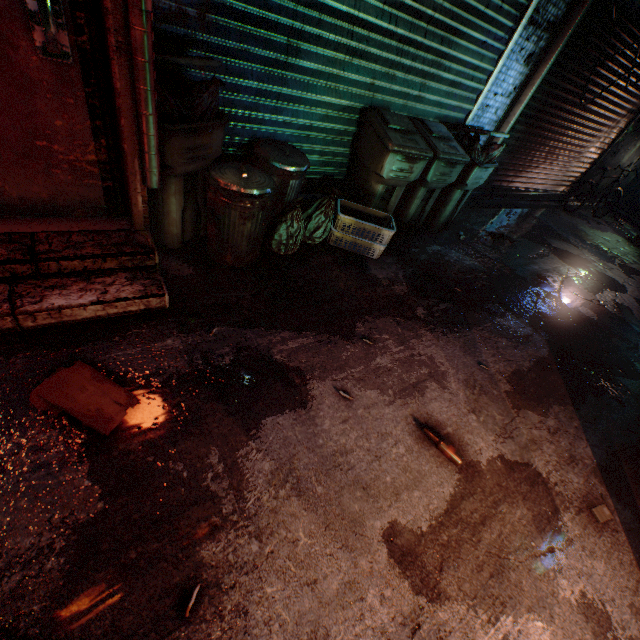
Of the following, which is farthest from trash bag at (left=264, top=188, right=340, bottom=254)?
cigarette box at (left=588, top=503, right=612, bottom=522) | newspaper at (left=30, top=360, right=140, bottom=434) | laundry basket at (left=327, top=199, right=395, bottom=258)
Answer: cigarette box at (left=588, top=503, right=612, bottom=522)

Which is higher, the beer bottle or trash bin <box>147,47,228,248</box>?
trash bin <box>147,47,228,248</box>

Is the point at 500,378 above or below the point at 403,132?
below

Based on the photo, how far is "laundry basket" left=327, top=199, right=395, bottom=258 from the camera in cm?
296

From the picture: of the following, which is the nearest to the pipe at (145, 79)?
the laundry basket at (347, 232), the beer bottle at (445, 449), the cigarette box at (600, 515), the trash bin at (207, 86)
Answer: the trash bin at (207, 86)

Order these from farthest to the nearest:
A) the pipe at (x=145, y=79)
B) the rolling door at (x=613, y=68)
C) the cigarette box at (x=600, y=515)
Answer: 1. the rolling door at (x=613, y=68)
2. the cigarette box at (x=600, y=515)
3. the pipe at (x=145, y=79)

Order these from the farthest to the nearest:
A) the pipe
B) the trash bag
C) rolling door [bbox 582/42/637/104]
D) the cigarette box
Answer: rolling door [bbox 582/42/637/104] < the trash bag < the cigarette box < the pipe

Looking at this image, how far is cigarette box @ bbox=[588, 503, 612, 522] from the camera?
1.9 meters
